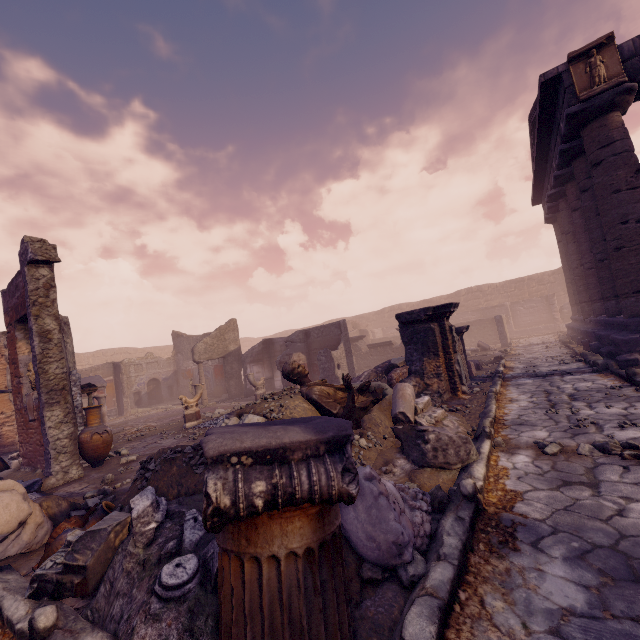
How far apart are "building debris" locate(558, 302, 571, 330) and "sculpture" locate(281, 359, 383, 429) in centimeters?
2392cm

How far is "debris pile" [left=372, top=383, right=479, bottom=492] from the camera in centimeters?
355cm

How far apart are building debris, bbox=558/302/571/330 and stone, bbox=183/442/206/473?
27.1 meters

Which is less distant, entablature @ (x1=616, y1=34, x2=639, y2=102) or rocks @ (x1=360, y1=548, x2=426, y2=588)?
rocks @ (x1=360, y1=548, x2=426, y2=588)

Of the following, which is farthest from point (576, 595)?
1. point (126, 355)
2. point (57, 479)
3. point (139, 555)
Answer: point (126, 355)

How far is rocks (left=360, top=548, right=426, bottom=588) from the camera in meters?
2.1

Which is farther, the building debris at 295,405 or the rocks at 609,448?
the building debris at 295,405

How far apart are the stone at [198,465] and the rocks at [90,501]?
1.3 meters
